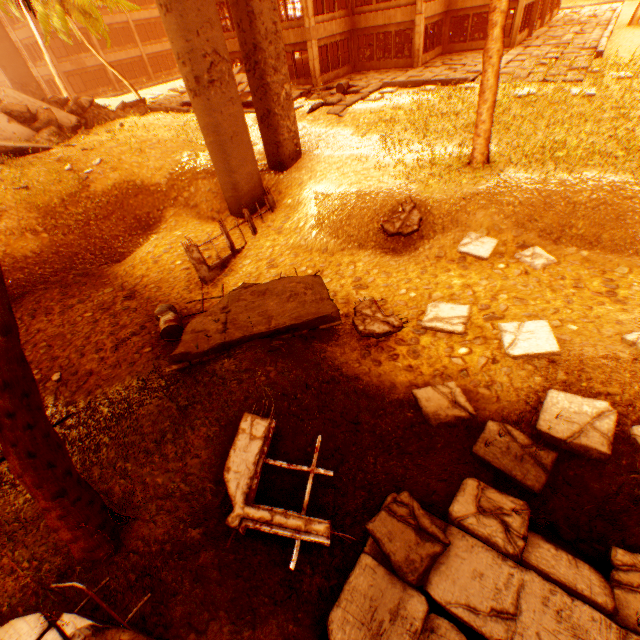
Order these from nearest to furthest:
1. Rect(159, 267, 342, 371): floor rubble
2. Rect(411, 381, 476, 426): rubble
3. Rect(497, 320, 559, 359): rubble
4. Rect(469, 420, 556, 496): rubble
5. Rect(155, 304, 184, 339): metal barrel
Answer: Rect(469, 420, 556, 496): rubble < Rect(411, 381, 476, 426): rubble < Rect(497, 320, 559, 359): rubble < Rect(159, 267, 342, 371): floor rubble < Rect(155, 304, 184, 339): metal barrel

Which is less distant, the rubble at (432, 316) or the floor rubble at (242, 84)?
the rubble at (432, 316)

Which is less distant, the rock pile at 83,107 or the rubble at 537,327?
the rubble at 537,327

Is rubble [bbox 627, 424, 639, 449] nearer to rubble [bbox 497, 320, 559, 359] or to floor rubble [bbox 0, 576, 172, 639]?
rubble [bbox 497, 320, 559, 359]

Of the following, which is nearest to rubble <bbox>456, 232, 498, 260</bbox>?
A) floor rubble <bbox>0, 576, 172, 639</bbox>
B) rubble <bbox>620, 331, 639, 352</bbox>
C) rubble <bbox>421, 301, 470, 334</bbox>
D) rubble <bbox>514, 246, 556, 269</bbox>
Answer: rubble <bbox>514, 246, 556, 269</bbox>

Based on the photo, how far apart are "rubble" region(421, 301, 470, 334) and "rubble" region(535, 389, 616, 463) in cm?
191

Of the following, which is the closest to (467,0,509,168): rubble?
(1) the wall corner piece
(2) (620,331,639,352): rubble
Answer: (2) (620,331,639,352): rubble

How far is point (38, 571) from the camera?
3.8 meters
